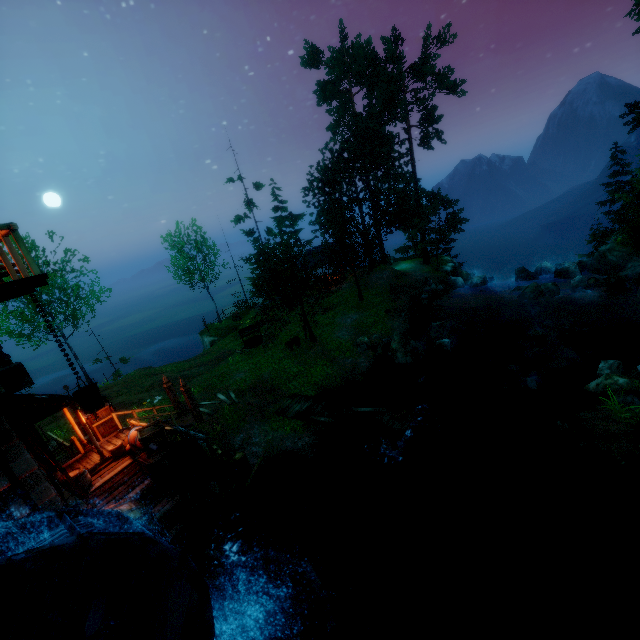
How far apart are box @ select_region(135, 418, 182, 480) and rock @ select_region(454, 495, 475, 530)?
9.94m

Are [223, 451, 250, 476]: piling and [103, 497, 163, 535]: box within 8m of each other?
yes

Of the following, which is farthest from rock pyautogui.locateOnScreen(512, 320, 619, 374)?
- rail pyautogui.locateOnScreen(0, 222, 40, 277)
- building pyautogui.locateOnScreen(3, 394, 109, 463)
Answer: rail pyautogui.locateOnScreen(0, 222, 40, 277)

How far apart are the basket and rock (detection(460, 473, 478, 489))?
9.88m

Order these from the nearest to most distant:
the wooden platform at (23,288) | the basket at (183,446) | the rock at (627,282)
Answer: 1. the wooden platform at (23,288)
2. the basket at (183,446)
3. the rock at (627,282)

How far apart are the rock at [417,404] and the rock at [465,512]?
3.8 meters

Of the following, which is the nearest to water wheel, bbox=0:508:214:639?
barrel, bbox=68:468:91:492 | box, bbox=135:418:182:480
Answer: box, bbox=135:418:182:480

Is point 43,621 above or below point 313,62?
below
